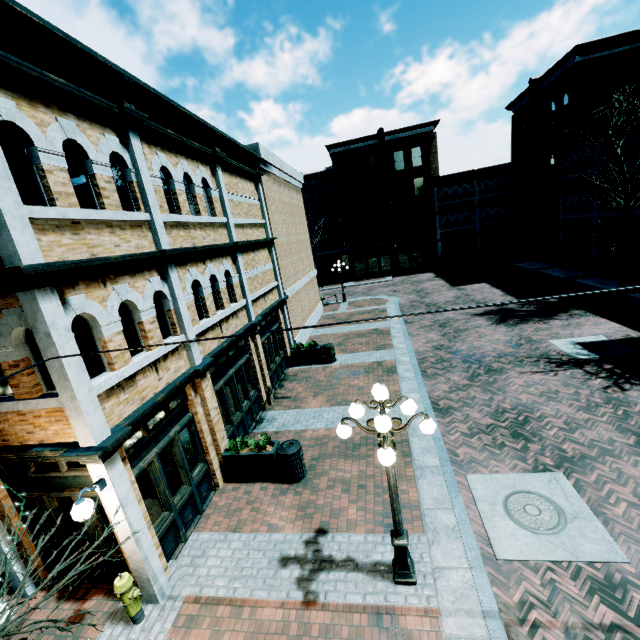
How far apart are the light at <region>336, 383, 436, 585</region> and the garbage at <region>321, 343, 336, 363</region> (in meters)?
9.44

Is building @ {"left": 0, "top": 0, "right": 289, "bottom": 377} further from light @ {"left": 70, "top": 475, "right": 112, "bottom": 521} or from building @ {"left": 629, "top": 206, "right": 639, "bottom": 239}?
building @ {"left": 629, "top": 206, "right": 639, "bottom": 239}

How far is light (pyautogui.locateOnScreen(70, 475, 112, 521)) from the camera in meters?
4.7

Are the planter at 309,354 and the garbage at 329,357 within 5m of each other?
yes

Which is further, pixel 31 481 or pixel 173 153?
pixel 173 153

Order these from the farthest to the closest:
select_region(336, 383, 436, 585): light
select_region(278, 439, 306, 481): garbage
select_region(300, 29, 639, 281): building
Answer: select_region(300, 29, 639, 281): building
select_region(278, 439, 306, 481): garbage
select_region(336, 383, 436, 585): light

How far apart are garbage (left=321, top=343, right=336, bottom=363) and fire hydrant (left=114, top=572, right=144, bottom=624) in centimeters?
1060cm

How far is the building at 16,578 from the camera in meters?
6.3
